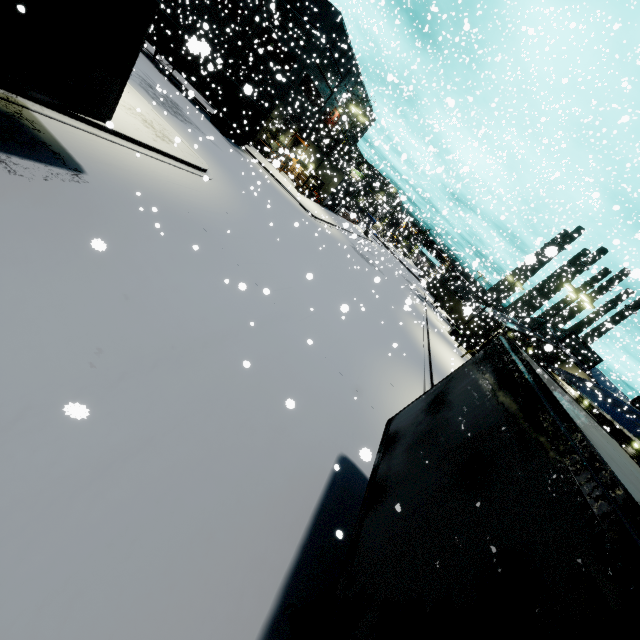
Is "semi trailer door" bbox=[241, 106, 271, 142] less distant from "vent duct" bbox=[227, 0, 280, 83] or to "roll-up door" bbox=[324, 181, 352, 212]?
"vent duct" bbox=[227, 0, 280, 83]

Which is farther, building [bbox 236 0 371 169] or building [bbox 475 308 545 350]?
building [bbox 475 308 545 350]

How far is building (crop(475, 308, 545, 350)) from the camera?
39.6 meters

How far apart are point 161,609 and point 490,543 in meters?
3.3 m

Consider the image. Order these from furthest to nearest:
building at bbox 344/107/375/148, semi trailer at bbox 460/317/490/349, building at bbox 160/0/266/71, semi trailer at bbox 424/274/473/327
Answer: semi trailer at bbox 460/317/490/349 < semi trailer at bbox 424/274/473/327 < building at bbox 344/107/375/148 < building at bbox 160/0/266/71

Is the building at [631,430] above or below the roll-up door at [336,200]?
above

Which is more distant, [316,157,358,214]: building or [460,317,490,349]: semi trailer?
[460,317,490,349]: semi trailer
